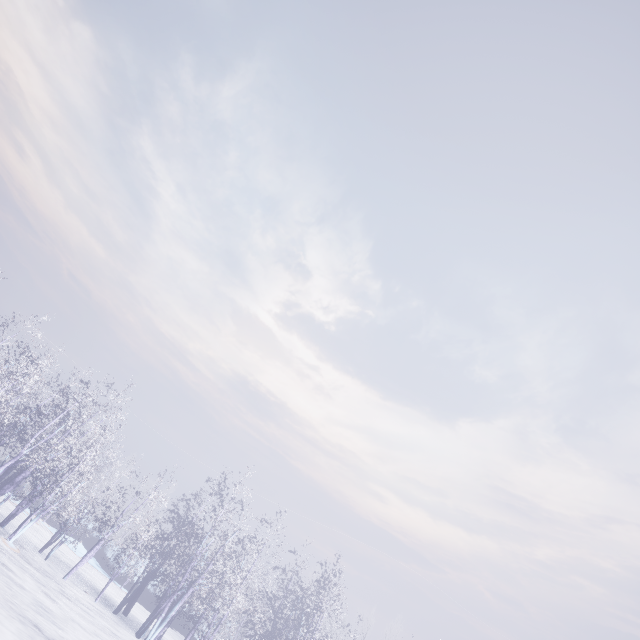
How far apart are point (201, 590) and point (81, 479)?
27.7 meters
